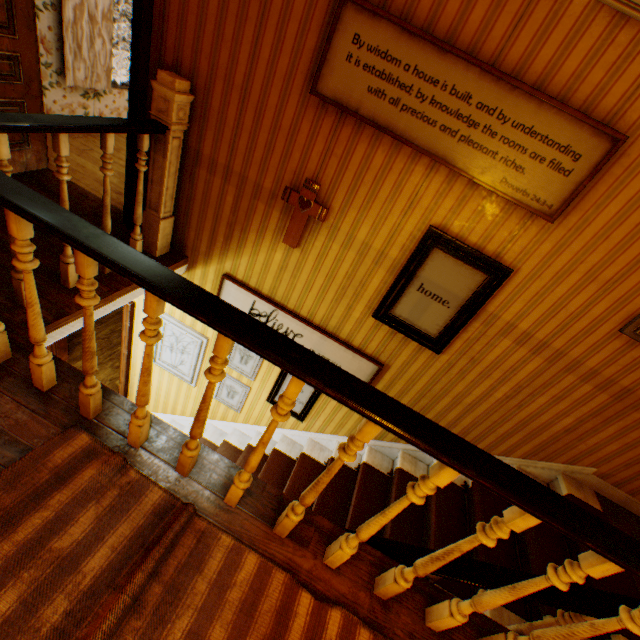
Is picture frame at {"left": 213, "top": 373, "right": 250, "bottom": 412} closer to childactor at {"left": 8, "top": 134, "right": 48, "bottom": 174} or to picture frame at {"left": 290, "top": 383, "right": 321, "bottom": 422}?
picture frame at {"left": 290, "top": 383, "right": 321, "bottom": 422}

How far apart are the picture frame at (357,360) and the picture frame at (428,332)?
0.4 meters

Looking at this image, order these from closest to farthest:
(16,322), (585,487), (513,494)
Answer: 1. (513,494)
2. (16,322)
3. (585,487)

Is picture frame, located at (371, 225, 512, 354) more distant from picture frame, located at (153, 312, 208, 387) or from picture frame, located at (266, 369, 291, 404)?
picture frame, located at (153, 312, 208, 387)

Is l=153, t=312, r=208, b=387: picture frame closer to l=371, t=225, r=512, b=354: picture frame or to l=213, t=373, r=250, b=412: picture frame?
l=213, t=373, r=250, b=412: picture frame

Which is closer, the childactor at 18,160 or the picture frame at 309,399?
the childactor at 18,160

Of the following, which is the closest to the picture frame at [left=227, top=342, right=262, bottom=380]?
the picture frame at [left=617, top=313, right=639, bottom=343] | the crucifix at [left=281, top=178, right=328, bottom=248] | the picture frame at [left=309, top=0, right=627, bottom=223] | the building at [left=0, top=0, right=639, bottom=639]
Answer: the building at [left=0, top=0, right=639, bottom=639]

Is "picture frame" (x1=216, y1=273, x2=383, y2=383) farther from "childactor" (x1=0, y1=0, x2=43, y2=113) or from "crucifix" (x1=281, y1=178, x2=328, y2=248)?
"childactor" (x1=0, y1=0, x2=43, y2=113)
